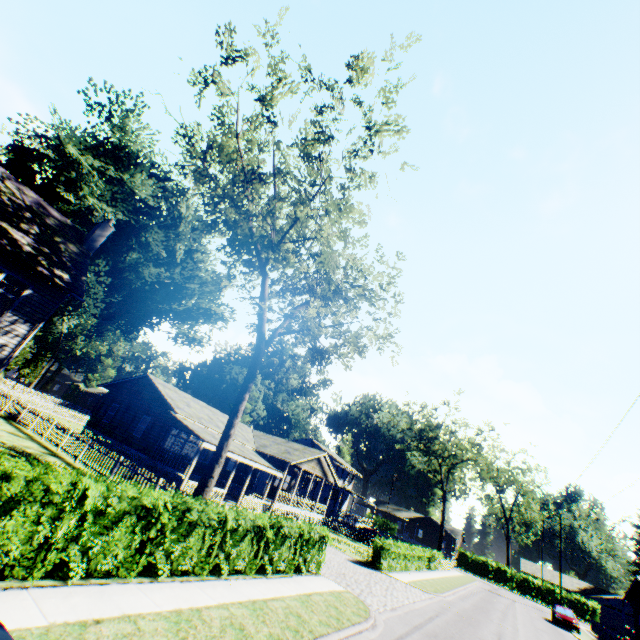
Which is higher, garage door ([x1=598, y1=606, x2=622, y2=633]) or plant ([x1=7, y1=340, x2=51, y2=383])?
plant ([x1=7, y1=340, x2=51, y2=383])

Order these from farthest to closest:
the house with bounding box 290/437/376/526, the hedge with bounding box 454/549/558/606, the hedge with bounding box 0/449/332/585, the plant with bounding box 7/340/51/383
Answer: the hedge with bounding box 454/549/558/606, the house with bounding box 290/437/376/526, the plant with bounding box 7/340/51/383, the hedge with bounding box 0/449/332/585

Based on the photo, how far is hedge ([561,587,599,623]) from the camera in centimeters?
4912cm

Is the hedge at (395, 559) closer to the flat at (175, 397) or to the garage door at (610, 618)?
the flat at (175, 397)

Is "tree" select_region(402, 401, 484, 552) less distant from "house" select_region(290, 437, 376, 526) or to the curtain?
"house" select_region(290, 437, 376, 526)

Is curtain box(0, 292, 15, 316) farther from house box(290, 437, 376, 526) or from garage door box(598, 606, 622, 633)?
garage door box(598, 606, 622, 633)

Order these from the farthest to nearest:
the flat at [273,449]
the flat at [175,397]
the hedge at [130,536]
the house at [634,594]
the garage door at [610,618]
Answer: the garage door at [610,618], the house at [634,594], the flat at [273,449], the flat at [175,397], the hedge at [130,536]

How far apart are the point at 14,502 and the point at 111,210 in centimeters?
3865cm
